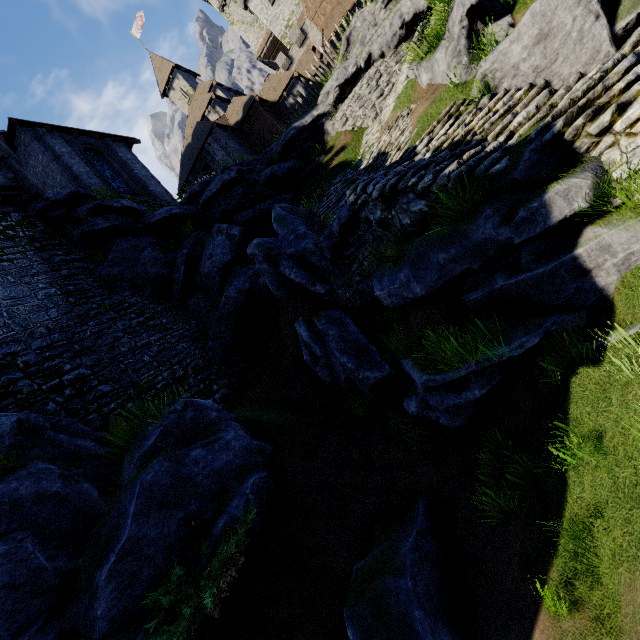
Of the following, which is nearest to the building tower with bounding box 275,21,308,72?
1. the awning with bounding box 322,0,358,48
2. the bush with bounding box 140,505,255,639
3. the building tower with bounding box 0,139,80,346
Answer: the awning with bounding box 322,0,358,48

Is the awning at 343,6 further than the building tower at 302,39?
No

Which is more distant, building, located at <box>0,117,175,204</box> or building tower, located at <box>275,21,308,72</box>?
building tower, located at <box>275,21,308,72</box>

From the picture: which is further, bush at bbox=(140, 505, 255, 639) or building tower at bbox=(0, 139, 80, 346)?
building tower at bbox=(0, 139, 80, 346)

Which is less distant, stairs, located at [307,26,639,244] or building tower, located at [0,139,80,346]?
stairs, located at [307,26,639,244]

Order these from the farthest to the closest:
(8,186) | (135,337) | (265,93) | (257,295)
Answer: (265,93) → (257,295) → (8,186) → (135,337)

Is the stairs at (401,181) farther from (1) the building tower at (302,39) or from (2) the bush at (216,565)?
(1) the building tower at (302,39)

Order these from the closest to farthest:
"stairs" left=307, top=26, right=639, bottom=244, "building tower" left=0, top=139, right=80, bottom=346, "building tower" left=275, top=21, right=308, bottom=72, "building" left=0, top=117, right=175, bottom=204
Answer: "stairs" left=307, top=26, right=639, bottom=244, "building tower" left=0, top=139, right=80, bottom=346, "building" left=0, top=117, right=175, bottom=204, "building tower" left=275, top=21, right=308, bottom=72
